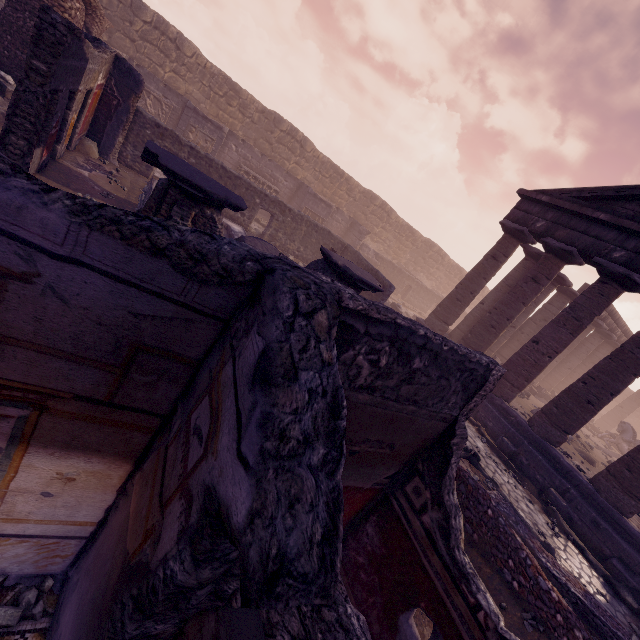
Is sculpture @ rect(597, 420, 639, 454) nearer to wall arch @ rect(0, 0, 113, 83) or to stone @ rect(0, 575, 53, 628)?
stone @ rect(0, 575, 53, 628)

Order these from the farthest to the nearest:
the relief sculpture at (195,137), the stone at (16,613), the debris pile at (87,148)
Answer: the relief sculpture at (195,137) < the debris pile at (87,148) < the stone at (16,613)

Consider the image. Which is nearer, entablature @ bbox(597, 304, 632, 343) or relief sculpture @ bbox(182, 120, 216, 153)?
relief sculpture @ bbox(182, 120, 216, 153)

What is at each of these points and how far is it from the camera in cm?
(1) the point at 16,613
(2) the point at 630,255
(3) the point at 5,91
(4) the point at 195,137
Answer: (1) stone, 203
(2) entablature, 984
(3) debris pile, 827
(4) relief sculpture, 1477

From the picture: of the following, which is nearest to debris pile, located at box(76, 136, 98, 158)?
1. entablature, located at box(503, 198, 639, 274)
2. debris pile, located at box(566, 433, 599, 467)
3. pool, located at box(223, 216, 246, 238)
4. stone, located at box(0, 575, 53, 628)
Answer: pool, located at box(223, 216, 246, 238)

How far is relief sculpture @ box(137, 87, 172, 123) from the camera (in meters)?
14.73

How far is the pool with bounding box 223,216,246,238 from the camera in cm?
1146

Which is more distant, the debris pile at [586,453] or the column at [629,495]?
the debris pile at [586,453]
